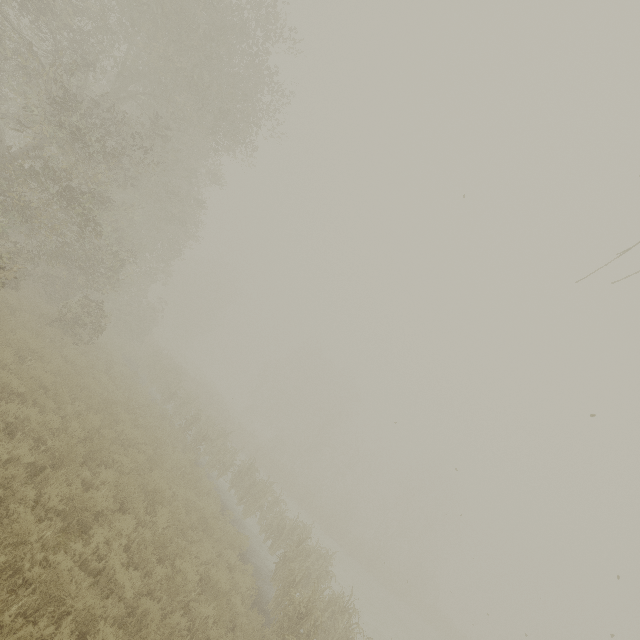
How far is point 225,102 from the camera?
14.0m
